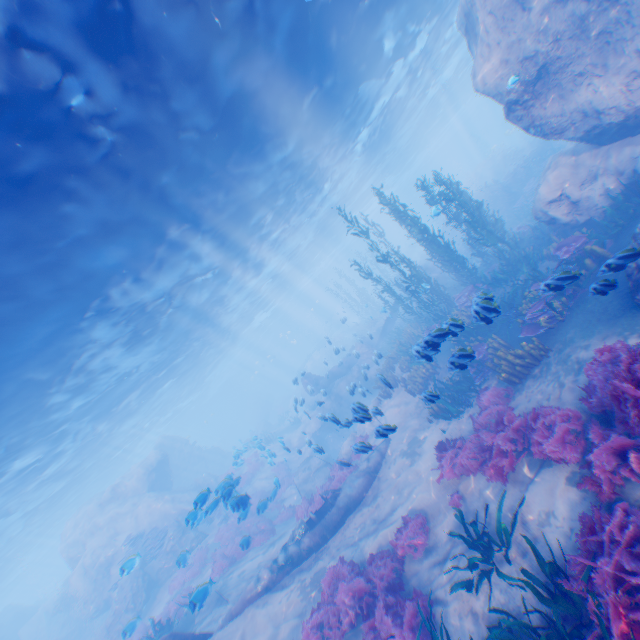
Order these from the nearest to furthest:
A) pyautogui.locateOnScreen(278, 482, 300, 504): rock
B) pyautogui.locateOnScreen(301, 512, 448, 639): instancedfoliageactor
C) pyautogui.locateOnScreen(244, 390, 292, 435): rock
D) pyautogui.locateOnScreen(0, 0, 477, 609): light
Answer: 1. pyautogui.locateOnScreen(301, 512, 448, 639): instancedfoliageactor
2. pyautogui.locateOnScreen(0, 0, 477, 609): light
3. pyautogui.locateOnScreen(278, 482, 300, 504): rock
4. pyautogui.locateOnScreen(244, 390, 292, 435): rock

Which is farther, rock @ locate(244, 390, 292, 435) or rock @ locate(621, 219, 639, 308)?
rock @ locate(244, 390, 292, 435)

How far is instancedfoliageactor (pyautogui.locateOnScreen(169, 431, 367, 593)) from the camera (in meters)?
11.07

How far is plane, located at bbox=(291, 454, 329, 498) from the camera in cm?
1595

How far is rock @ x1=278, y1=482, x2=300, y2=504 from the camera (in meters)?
19.18

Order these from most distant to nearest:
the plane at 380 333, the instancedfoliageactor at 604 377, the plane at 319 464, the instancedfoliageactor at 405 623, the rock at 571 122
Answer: the plane at 380 333, the plane at 319 464, the rock at 571 122, the instancedfoliageactor at 405 623, the instancedfoliageactor at 604 377

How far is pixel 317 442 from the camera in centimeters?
2623cm

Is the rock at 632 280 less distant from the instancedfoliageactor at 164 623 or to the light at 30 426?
the light at 30 426
